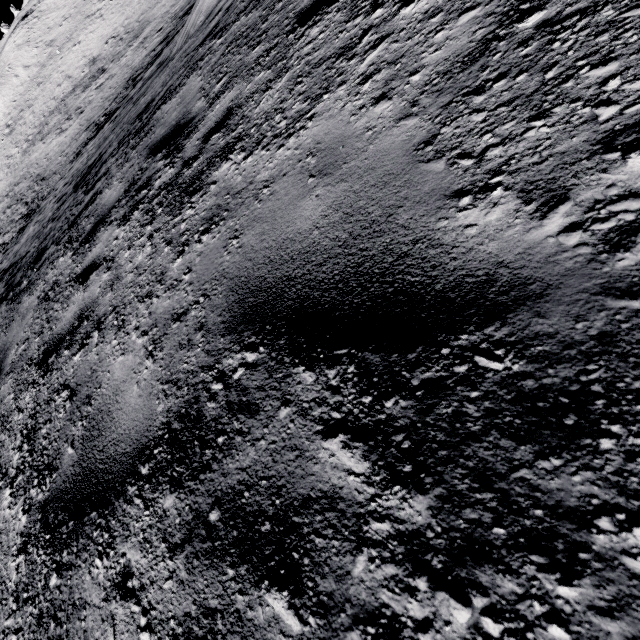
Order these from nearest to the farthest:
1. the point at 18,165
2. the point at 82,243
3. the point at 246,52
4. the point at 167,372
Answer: the point at 167,372, the point at 246,52, the point at 82,243, the point at 18,165
